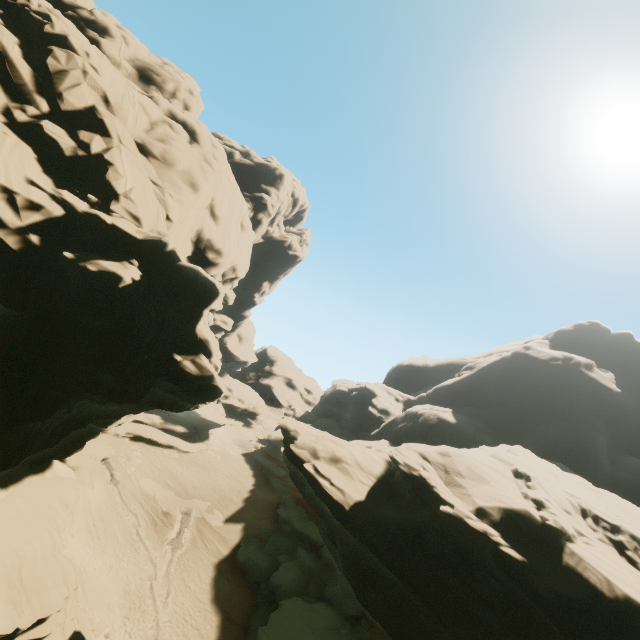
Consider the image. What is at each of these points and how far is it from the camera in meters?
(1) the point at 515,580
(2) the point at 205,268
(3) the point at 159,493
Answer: (1) rock, 14.4
(2) rock, 25.5
(3) rock, 34.8

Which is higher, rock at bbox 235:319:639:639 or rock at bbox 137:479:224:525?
rock at bbox 235:319:639:639

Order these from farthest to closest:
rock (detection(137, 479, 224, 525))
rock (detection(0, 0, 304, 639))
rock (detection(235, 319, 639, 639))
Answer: rock (detection(137, 479, 224, 525)), rock (detection(235, 319, 639, 639)), rock (detection(0, 0, 304, 639))

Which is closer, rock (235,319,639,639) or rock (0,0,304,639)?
rock (0,0,304,639)

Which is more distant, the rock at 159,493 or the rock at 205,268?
the rock at 159,493

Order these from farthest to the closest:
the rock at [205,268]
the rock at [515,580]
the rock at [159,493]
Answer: the rock at [159,493], the rock at [515,580], the rock at [205,268]
